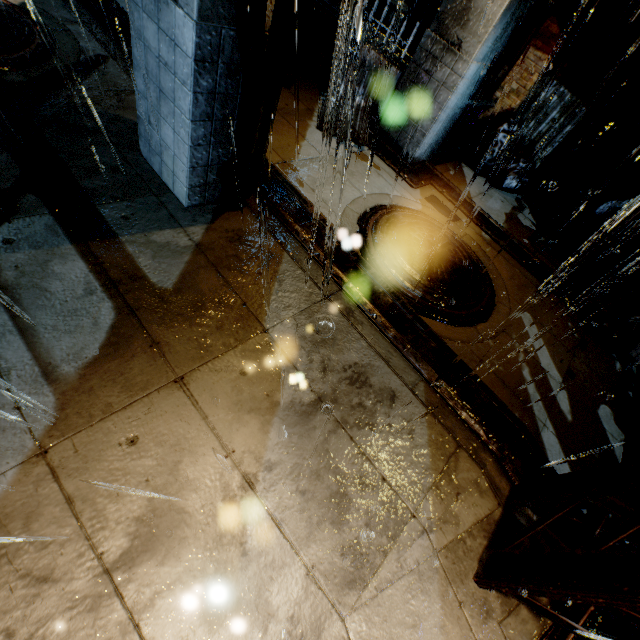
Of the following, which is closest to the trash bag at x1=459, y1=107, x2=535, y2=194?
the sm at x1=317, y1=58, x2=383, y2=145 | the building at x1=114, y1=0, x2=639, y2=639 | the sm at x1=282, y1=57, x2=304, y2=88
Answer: the building at x1=114, y1=0, x2=639, y2=639

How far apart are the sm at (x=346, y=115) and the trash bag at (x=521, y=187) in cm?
250

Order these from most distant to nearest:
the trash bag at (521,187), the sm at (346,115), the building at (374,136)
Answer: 1. the trash bag at (521,187)
2. the sm at (346,115)
3. the building at (374,136)

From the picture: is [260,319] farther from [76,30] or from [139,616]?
[76,30]

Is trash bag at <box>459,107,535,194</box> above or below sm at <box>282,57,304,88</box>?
above

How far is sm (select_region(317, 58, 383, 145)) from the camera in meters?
6.1 m

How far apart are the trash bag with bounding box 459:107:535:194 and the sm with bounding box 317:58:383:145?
2.5 meters

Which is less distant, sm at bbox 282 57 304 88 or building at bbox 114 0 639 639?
building at bbox 114 0 639 639
